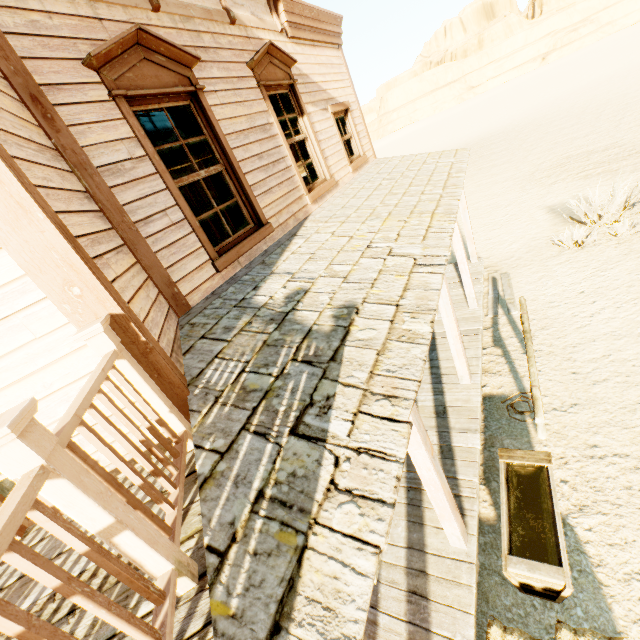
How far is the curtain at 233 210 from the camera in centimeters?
426cm

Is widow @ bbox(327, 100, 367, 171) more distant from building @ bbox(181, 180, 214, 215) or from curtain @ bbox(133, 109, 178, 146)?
curtain @ bbox(133, 109, 178, 146)

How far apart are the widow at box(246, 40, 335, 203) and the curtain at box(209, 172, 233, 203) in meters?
1.4 m

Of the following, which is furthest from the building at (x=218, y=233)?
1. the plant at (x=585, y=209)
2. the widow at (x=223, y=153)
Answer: the plant at (x=585, y=209)

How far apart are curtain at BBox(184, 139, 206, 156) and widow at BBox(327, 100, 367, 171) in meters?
3.7

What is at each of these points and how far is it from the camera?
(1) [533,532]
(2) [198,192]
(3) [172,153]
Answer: (1) trough, 3.8m
(2) building, 11.4m
(3) curtain, 3.7m

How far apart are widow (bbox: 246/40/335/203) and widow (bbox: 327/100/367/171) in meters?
1.0 m

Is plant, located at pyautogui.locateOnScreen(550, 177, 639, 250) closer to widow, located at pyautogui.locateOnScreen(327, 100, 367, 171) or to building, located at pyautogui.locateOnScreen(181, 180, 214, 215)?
building, located at pyautogui.locateOnScreen(181, 180, 214, 215)
